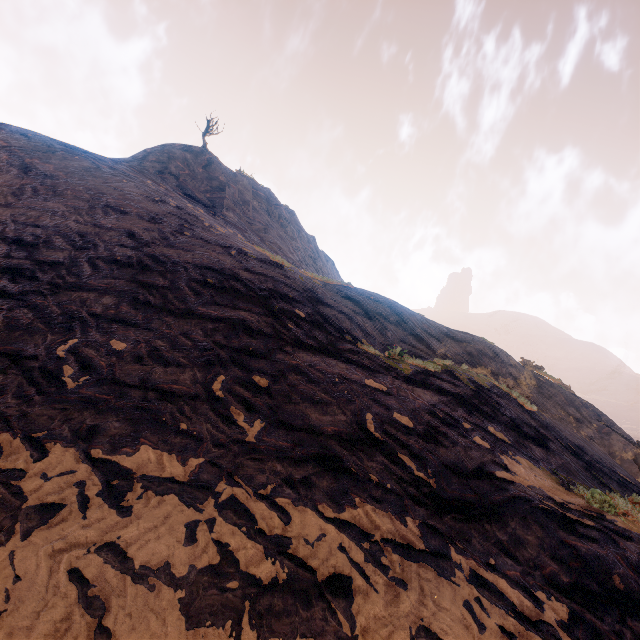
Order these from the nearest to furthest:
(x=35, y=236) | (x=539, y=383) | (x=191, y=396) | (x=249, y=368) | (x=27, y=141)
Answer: (x=191, y=396), (x=249, y=368), (x=35, y=236), (x=539, y=383), (x=27, y=141)
